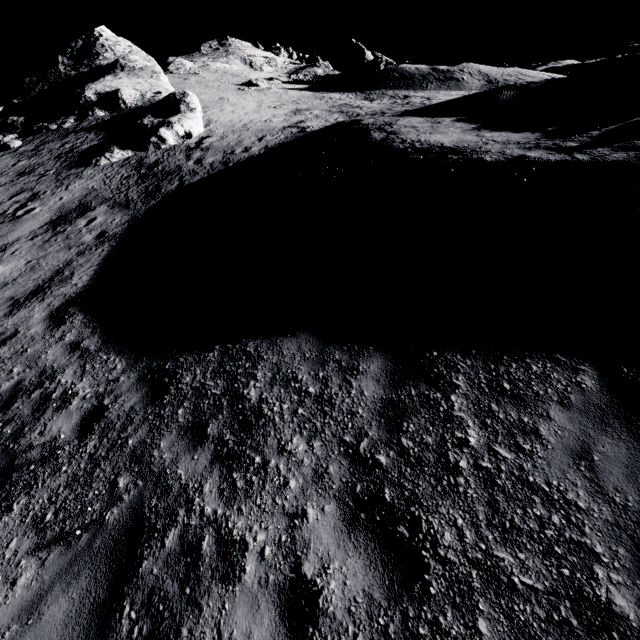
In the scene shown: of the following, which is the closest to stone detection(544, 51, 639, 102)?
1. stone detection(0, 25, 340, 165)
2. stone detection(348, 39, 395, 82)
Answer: stone detection(0, 25, 340, 165)

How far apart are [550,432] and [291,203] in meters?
8.1 m

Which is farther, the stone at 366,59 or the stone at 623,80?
the stone at 366,59

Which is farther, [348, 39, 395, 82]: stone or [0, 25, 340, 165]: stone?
[348, 39, 395, 82]: stone

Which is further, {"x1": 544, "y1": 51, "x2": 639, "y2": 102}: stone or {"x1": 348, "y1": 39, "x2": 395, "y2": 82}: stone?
{"x1": 348, "y1": 39, "x2": 395, "y2": 82}: stone

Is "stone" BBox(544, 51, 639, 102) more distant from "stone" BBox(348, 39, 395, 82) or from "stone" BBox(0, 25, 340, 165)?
"stone" BBox(348, 39, 395, 82)

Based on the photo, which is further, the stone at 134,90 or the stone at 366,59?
the stone at 366,59

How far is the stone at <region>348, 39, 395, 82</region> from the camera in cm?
3719
